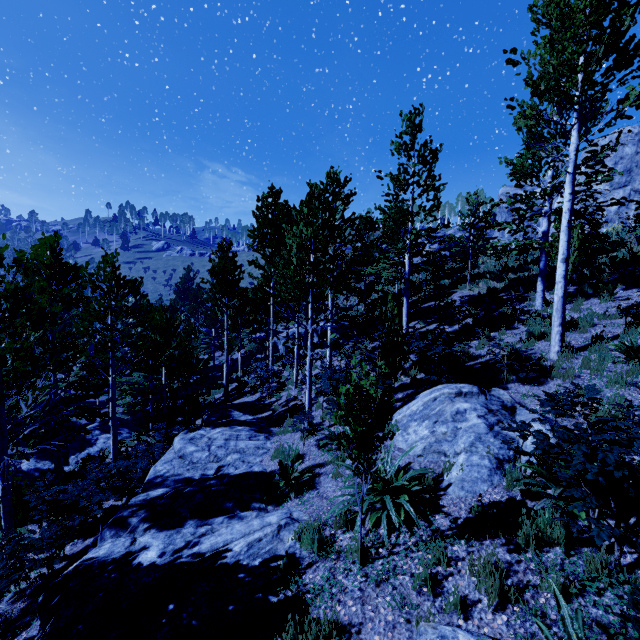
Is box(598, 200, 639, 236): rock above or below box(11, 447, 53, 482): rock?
above

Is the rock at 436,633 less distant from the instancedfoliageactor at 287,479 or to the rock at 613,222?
the instancedfoliageactor at 287,479

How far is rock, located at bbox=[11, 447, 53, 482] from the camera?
16.42m

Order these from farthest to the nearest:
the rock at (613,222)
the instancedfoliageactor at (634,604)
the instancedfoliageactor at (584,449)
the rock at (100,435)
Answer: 1. the rock at (613,222)
2. the rock at (100,435)
3. the instancedfoliageactor at (584,449)
4. the instancedfoliageactor at (634,604)

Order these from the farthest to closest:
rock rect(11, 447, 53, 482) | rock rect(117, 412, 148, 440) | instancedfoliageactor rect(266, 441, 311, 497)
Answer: rock rect(117, 412, 148, 440), rock rect(11, 447, 53, 482), instancedfoliageactor rect(266, 441, 311, 497)

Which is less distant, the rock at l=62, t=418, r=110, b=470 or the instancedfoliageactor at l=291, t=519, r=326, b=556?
the instancedfoliageactor at l=291, t=519, r=326, b=556

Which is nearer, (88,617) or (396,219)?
(88,617)
